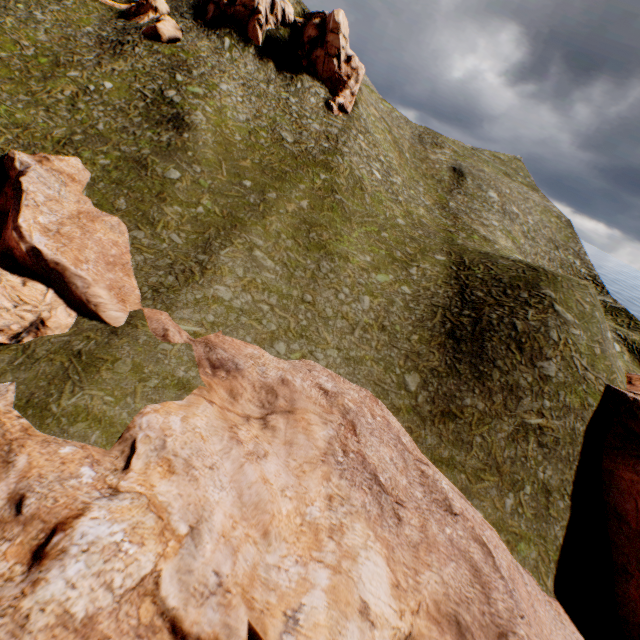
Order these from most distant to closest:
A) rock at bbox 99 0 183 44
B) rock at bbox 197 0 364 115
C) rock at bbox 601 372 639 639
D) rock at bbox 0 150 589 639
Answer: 1. rock at bbox 197 0 364 115
2. rock at bbox 99 0 183 44
3. rock at bbox 601 372 639 639
4. rock at bbox 0 150 589 639

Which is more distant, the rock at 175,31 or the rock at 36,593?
the rock at 175,31

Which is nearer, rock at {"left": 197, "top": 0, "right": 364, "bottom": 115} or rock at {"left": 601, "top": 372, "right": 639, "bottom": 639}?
rock at {"left": 601, "top": 372, "right": 639, "bottom": 639}

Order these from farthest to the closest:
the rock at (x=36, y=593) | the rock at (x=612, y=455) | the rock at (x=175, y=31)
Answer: the rock at (x=175, y=31) < the rock at (x=612, y=455) < the rock at (x=36, y=593)

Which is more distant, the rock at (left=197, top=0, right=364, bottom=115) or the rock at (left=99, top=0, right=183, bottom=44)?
the rock at (left=197, top=0, right=364, bottom=115)

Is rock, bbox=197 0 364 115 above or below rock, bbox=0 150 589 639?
above

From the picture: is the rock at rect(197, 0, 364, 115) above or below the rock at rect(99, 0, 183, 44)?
above

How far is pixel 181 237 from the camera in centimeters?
2505cm
